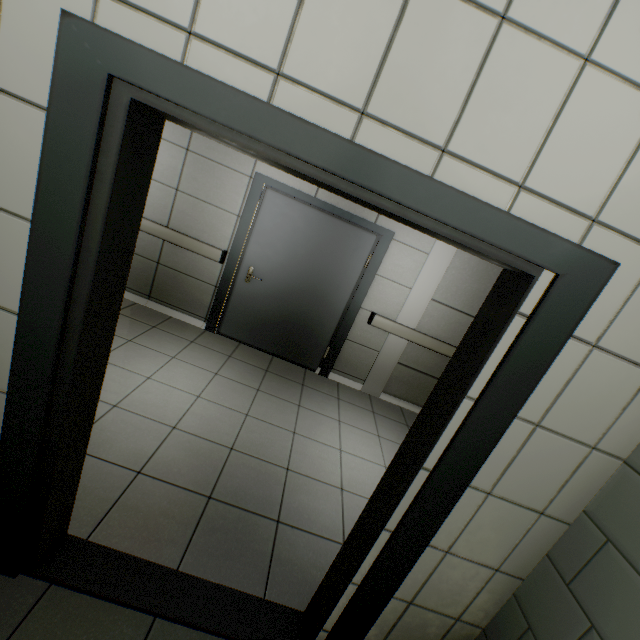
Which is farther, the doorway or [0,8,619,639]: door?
the doorway

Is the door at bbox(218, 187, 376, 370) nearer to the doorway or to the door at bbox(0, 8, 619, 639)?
the doorway

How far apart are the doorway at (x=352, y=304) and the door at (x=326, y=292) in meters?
0.0

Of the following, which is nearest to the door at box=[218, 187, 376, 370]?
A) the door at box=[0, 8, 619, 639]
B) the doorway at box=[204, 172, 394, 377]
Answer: the doorway at box=[204, 172, 394, 377]

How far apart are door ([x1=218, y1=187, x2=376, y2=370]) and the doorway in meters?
0.0

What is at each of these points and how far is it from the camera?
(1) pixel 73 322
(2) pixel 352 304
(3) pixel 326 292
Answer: (1) door, 1.12m
(2) doorway, 4.30m
(3) door, 4.27m

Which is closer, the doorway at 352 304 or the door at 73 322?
the door at 73 322
